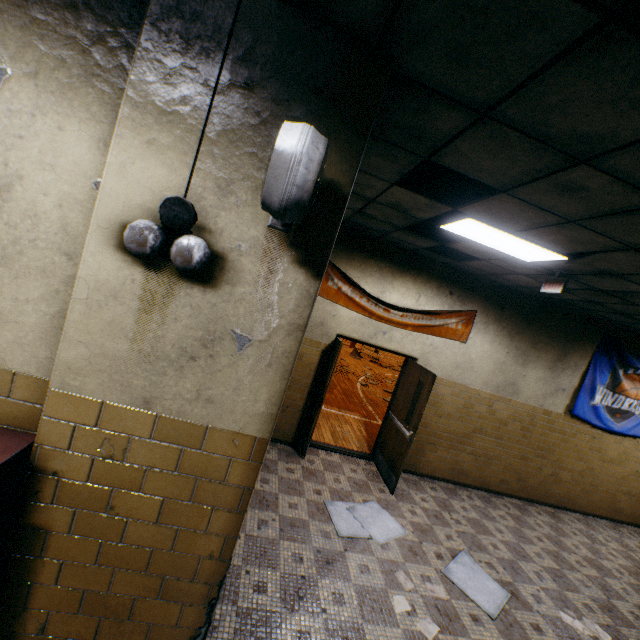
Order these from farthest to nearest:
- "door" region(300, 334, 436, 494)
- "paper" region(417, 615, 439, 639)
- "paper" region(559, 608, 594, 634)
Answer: "door" region(300, 334, 436, 494)
"paper" region(559, 608, 594, 634)
"paper" region(417, 615, 439, 639)

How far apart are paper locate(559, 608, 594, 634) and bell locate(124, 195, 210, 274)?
5.71m

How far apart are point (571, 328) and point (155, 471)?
7.5 meters

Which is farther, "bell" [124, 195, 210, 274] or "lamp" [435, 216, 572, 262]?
"lamp" [435, 216, 572, 262]

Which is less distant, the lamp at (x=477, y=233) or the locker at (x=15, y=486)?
the locker at (x=15, y=486)

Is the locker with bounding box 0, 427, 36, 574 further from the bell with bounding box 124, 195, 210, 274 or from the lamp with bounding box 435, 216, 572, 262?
the lamp with bounding box 435, 216, 572, 262

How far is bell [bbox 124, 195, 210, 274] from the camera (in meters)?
A: 1.38

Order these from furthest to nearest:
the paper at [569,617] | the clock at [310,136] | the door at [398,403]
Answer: the door at [398,403], the paper at [569,617], the clock at [310,136]
